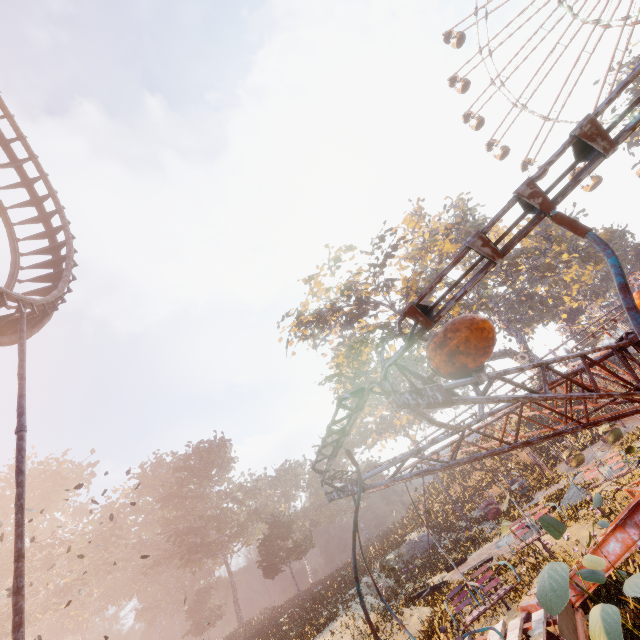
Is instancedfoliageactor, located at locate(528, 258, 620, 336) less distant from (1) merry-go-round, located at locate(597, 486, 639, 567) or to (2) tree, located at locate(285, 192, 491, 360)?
(2) tree, located at locate(285, 192, 491, 360)

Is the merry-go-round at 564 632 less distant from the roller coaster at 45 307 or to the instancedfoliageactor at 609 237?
the roller coaster at 45 307

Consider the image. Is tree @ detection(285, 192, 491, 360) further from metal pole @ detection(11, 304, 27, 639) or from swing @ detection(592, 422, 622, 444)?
Result: metal pole @ detection(11, 304, 27, 639)

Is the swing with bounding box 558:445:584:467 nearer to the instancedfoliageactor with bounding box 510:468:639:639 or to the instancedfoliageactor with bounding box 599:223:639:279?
the instancedfoliageactor with bounding box 599:223:639:279

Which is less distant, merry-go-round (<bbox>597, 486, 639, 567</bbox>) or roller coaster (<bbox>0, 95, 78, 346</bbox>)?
merry-go-round (<bbox>597, 486, 639, 567</bbox>)

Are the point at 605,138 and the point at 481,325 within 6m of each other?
yes

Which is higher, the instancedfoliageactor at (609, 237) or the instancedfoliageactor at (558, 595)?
the instancedfoliageactor at (609, 237)

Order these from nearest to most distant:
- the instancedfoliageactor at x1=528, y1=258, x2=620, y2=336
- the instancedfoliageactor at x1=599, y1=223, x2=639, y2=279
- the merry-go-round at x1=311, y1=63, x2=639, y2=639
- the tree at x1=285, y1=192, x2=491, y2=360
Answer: the merry-go-round at x1=311, y1=63, x2=639, y2=639, the tree at x1=285, y1=192, x2=491, y2=360, the instancedfoliageactor at x1=599, y1=223, x2=639, y2=279, the instancedfoliageactor at x1=528, y1=258, x2=620, y2=336
